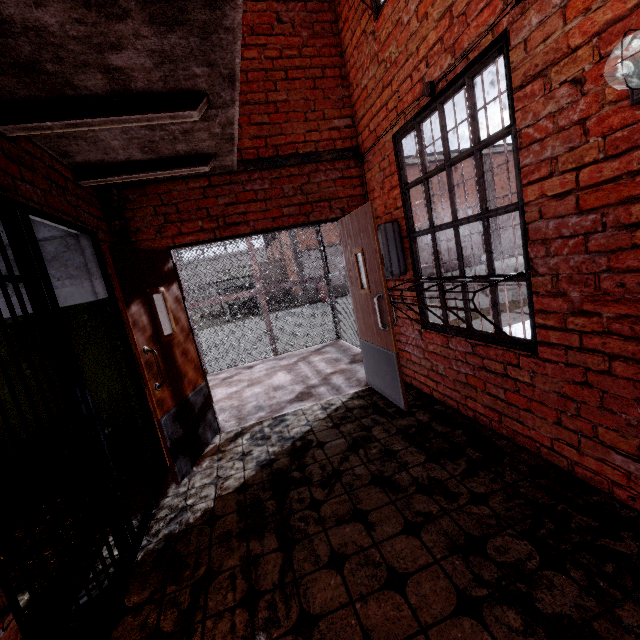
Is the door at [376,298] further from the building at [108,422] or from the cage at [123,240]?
the building at [108,422]

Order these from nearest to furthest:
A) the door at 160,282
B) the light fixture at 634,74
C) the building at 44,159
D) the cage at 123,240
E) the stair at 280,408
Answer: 1. the light fixture at 634,74
2. the building at 44,159
3. the door at 160,282
4. the cage at 123,240
5. the stair at 280,408

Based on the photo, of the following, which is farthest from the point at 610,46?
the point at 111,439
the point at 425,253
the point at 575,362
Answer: the point at 425,253

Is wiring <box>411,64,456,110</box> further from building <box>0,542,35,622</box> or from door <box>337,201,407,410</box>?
A: building <box>0,542,35,622</box>

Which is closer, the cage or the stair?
the cage

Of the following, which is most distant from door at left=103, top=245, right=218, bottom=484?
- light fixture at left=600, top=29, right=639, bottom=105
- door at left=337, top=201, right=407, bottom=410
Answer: light fixture at left=600, top=29, right=639, bottom=105

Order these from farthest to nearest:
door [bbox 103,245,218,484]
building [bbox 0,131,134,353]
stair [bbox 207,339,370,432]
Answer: stair [bbox 207,339,370,432] → door [bbox 103,245,218,484] → building [bbox 0,131,134,353]

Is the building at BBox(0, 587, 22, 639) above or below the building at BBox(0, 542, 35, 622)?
above
